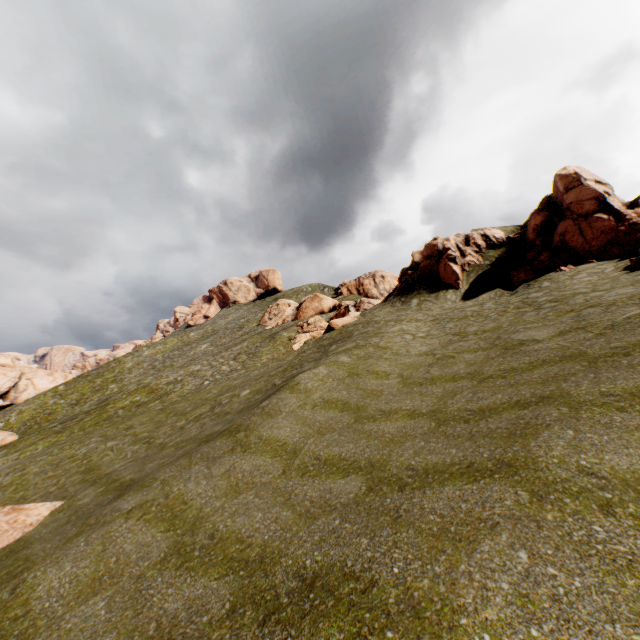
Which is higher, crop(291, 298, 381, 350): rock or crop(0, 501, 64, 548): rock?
crop(291, 298, 381, 350): rock

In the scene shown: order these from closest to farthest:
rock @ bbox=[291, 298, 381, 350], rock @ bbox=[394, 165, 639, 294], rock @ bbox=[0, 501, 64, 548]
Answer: rock @ bbox=[0, 501, 64, 548] < rock @ bbox=[394, 165, 639, 294] < rock @ bbox=[291, 298, 381, 350]

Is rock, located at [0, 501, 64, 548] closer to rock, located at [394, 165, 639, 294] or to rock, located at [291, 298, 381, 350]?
rock, located at [394, 165, 639, 294]

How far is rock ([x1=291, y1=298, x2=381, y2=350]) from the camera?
30.53m

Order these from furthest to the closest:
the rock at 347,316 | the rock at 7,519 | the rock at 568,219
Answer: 1. the rock at 347,316
2. the rock at 568,219
3. the rock at 7,519

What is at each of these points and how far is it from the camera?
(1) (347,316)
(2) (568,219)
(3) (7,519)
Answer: (1) rock, 32.9m
(2) rock, 23.7m
(3) rock, 12.3m

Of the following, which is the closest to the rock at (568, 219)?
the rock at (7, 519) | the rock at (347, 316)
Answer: the rock at (347, 316)

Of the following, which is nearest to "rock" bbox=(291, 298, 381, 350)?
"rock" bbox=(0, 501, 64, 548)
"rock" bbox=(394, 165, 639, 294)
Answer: "rock" bbox=(394, 165, 639, 294)
